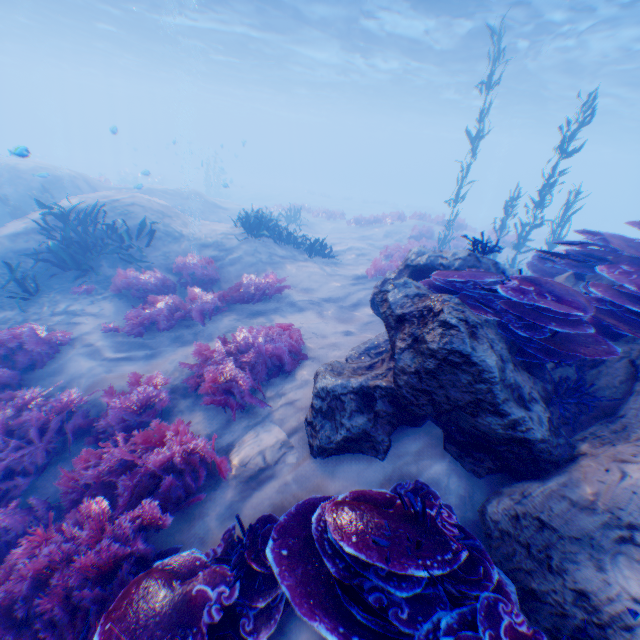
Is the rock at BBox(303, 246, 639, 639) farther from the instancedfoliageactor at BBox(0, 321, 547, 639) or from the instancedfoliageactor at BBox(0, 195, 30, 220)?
the instancedfoliageactor at BBox(0, 195, 30, 220)

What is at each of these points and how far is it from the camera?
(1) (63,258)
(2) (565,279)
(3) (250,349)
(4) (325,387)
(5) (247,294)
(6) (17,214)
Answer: (1) instancedfoliageactor, 8.03m
(2) rock, 5.95m
(3) instancedfoliageactor, 5.97m
(4) rock, 4.20m
(5) instancedfoliageactor, 8.48m
(6) instancedfoliageactor, 13.56m

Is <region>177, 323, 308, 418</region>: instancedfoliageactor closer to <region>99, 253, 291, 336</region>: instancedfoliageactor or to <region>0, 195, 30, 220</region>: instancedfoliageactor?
<region>99, 253, 291, 336</region>: instancedfoliageactor

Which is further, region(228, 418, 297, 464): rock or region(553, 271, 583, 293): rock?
region(553, 271, 583, 293): rock

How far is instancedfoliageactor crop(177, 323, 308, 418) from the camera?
5.2 meters

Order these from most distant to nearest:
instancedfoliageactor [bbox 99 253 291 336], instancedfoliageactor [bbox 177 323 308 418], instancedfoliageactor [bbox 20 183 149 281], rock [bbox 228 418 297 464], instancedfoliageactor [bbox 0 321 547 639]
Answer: instancedfoliageactor [bbox 20 183 149 281]
instancedfoliageactor [bbox 99 253 291 336]
instancedfoliageactor [bbox 177 323 308 418]
rock [bbox 228 418 297 464]
instancedfoliageactor [bbox 0 321 547 639]

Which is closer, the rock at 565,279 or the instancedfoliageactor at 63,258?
the rock at 565,279

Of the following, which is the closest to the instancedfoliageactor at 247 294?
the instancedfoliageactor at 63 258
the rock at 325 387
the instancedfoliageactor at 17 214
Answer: the instancedfoliageactor at 63 258
